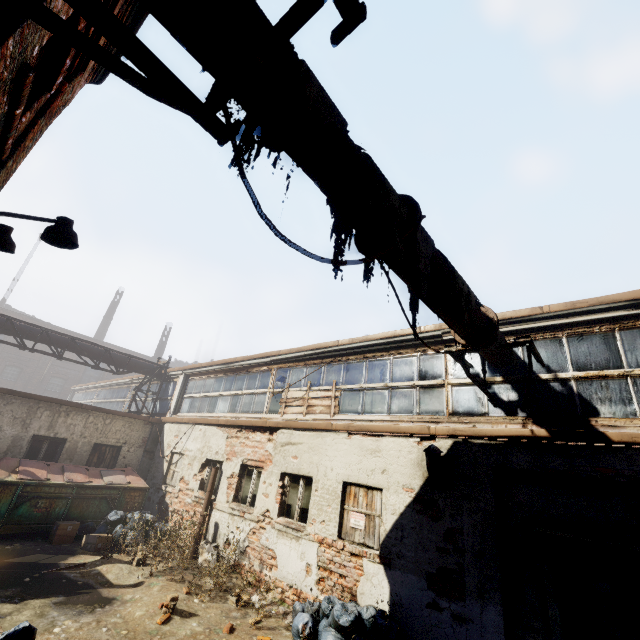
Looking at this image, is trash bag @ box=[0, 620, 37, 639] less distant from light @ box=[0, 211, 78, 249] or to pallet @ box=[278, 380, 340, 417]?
light @ box=[0, 211, 78, 249]

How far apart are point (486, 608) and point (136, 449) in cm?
1293

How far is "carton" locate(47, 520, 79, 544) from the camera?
8.88m

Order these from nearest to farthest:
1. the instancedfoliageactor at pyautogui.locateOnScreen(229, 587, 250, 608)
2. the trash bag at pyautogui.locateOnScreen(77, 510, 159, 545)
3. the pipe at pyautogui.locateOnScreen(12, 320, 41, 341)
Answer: the instancedfoliageactor at pyautogui.locateOnScreen(229, 587, 250, 608), the trash bag at pyautogui.locateOnScreen(77, 510, 159, 545), the pipe at pyautogui.locateOnScreen(12, 320, 41, 341)

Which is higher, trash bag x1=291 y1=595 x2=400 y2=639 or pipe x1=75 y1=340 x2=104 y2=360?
pipe x1=75 y1=340 x2=104 y2=360

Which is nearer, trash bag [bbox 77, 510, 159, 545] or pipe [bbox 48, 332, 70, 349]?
trash bag [bbox 77, 510, 159, 545]

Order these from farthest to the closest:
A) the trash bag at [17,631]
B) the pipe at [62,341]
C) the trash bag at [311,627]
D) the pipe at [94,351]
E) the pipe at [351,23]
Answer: the pipe at [94,351] → the pipe at [62,341] → the trash bag at [311,627] → the trash bag at [17,631] → the pipe at [351,23]

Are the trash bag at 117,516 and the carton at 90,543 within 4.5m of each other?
yes
